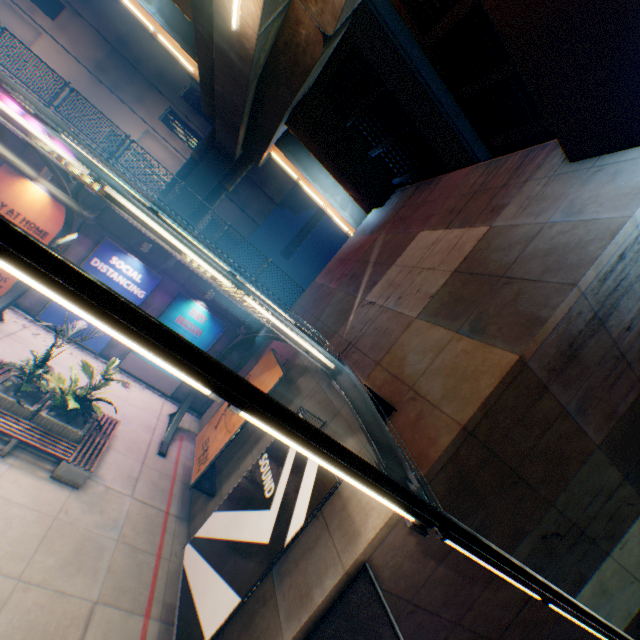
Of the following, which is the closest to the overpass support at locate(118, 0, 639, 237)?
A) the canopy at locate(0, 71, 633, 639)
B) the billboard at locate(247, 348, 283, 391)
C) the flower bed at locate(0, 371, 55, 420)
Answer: the canopy at locate(0, 71, 633, 639)

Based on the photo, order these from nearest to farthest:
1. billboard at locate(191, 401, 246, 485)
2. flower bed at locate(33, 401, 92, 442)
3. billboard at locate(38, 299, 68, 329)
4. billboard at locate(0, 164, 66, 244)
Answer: flower bed at locate(33, 401, 92, 442), billboard at locate(191, 401, 246, 485), billboard at locate(0, 164, 66, 244), billboard at locate(38, 299, 68, 329)

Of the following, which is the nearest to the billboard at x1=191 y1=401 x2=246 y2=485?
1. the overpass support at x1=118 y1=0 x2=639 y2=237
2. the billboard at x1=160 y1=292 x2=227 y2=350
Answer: the billboard at x1=160 y1=292 x2=227 y2=350

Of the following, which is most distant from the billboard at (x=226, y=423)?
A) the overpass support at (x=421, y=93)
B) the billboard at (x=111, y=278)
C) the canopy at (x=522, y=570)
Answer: the overpass support at (x=421, y=93)

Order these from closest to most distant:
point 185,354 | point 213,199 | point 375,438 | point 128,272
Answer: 1. point 185,354
2. point 375,438
3. point 128,272
4. point 213,199

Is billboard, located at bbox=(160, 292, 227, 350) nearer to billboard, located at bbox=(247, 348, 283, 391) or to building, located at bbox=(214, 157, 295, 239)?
billboard, located at bbox=(247, 348, 283, 391)

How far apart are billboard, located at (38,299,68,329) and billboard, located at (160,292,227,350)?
0.83m

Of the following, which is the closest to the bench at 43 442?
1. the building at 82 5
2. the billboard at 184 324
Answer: the billboard at 184 324
